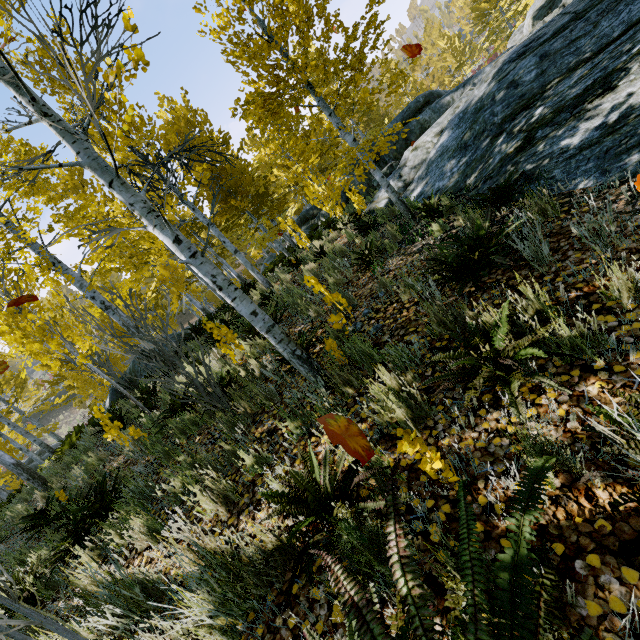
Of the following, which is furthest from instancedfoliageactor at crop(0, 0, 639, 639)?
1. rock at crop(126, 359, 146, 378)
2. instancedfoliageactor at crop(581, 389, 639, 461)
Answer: rock at crop(126, 359, 146, 378)

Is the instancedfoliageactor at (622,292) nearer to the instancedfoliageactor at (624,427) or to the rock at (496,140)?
the rock at (496,140)

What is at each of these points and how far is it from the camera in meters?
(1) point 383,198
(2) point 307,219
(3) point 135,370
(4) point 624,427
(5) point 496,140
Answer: (1) rock, 9.1 m
(2) rock, 20.9 m
(3) rock, 10.9 m
(4) instancedfoliageactor, 1.1 m
(5) rock, 5.7 m

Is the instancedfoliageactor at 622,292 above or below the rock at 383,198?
below

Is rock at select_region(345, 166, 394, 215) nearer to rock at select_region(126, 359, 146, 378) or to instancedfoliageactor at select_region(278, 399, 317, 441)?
instancedfoliageactor at select_region(278, 399, 317, 441)

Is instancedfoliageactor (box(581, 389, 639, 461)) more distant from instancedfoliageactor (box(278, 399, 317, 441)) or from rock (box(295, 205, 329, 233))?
rock (box(295, 205, 329, 233))

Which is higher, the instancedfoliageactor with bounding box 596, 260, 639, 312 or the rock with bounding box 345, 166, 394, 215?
the rock with bounding box 345, 166, 394, 215

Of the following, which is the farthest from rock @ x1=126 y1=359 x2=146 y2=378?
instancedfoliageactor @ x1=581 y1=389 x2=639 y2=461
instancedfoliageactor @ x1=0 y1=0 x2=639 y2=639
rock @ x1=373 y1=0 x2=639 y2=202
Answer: instancedfoliageactor @ x1=581 y1=389 x2=639 y2=461
